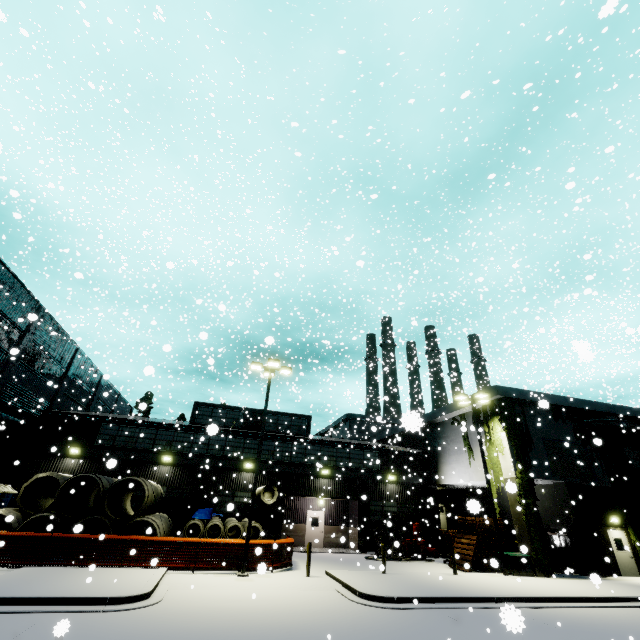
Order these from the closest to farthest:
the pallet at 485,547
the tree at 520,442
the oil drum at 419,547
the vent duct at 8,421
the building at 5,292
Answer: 1. the tree at 520,442
2. the pallet at 485,547
3. the vent duct at 8,421
4. the building at 5,292
5. the oil drum at 419,547

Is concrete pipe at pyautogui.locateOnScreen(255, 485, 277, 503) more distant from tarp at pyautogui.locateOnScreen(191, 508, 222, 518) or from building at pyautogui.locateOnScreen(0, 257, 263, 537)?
tarp at pyautogui.locateOnScreen(191, 508, 222, 518)

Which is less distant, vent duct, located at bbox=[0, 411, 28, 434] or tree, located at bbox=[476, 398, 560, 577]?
tree, located at bbox=[476, 398, 560, 577]

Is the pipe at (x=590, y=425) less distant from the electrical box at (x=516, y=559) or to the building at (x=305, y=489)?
the building at (x=305, y=489)

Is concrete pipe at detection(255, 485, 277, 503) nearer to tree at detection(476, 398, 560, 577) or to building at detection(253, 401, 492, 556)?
building at detection(253, 401, 492, 556)

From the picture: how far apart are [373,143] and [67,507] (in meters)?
23.71

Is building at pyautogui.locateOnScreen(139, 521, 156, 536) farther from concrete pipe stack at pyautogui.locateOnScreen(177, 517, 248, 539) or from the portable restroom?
the portable restroom

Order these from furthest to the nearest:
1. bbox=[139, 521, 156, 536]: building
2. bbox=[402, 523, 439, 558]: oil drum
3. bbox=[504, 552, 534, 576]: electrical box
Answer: bbox=[402, 523, 439, 558]: oil drum → bbox=[504, 552, 534, 576]: electrical box → bbox=[139, 521, 156, 536]: building
